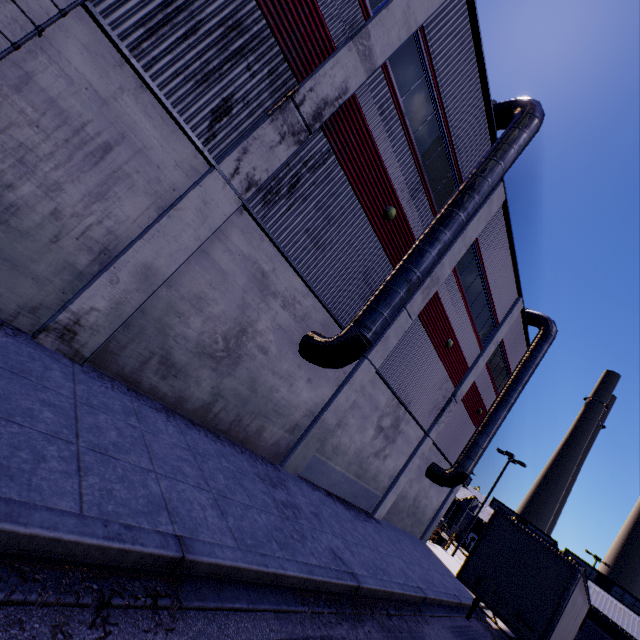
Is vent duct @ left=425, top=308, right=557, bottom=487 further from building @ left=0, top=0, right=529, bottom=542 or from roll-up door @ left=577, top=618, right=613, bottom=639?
roll-up door @ left=577, top=618, right=613, bottom=639

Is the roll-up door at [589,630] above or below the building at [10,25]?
below

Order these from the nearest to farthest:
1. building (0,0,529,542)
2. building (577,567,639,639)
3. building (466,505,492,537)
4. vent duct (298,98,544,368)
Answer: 1. building (0,0,529,542)
2. vent duct (298,98,544,368)
3. building (577,567,639,639)
4. building (466,505,492,537)

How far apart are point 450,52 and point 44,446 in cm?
1417

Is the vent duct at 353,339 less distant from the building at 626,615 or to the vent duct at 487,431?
the building at 626,615

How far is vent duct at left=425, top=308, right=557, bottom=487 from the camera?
17.9 meters

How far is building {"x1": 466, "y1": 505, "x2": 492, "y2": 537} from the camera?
54.8 meters

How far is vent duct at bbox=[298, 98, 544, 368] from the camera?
9.21m
